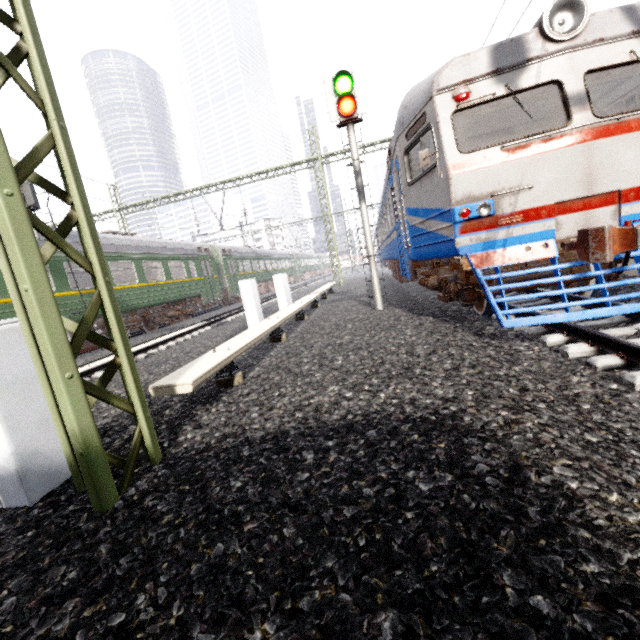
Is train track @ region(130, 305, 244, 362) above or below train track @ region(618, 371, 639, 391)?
above

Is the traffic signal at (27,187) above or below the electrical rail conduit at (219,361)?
above

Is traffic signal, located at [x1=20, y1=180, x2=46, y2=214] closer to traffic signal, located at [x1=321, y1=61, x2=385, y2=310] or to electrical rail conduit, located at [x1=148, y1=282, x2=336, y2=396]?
electrical rail conduit, located at [x1=148, y1=282, x2=336, y2=396]

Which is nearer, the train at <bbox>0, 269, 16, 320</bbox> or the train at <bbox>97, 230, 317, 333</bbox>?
the train at <bbox>0, 269, 16, 320</bbox>

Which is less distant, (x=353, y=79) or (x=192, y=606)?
(x=192, y=606)

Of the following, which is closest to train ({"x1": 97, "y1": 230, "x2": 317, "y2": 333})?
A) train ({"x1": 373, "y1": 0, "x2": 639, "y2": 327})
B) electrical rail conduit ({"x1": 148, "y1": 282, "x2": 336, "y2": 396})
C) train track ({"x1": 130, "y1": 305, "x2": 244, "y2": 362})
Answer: train track ({"x1": 130, "y1": 305, "x2": 244, "y2": 362})

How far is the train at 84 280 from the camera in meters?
10.9

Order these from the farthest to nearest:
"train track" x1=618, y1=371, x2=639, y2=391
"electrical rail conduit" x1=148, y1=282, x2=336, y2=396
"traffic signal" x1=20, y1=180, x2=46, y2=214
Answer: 1. "traffic signal" x1=20, y1=180, x2=46, y2=214
2. "electrical rail conduit" x1=148, y1=282, x2=336, y2=396
3. "train track" x1=618, y1=371, x2=639, y2=391
